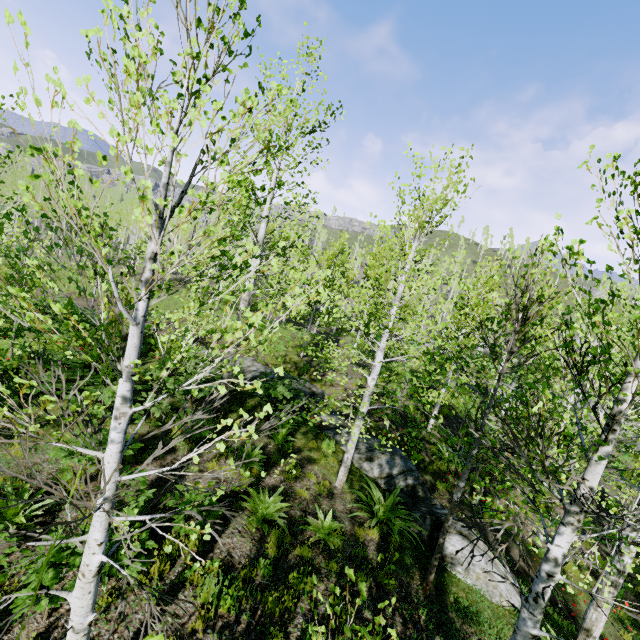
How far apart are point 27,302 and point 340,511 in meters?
7.4 m

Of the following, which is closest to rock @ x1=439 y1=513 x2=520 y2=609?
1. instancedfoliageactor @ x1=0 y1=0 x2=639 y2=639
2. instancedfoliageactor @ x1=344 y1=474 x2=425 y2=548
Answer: instancedfoliageactor @ x1=344 y1=474 x2=425 y2=548

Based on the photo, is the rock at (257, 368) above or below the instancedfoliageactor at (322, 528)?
below

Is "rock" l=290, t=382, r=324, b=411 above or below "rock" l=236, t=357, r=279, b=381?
above

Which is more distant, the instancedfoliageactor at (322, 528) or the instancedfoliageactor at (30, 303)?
the instancedfoliageactor at (322, 528)

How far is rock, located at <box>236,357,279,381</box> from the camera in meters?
14.0

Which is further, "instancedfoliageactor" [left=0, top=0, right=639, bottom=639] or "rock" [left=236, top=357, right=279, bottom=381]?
"rock" [left=236, top=357, right=279, bottom=381]

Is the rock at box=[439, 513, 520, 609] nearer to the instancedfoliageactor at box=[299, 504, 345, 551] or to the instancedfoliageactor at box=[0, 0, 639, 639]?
the instancedfoliageactor at box=[299, 504, 345, 551]
